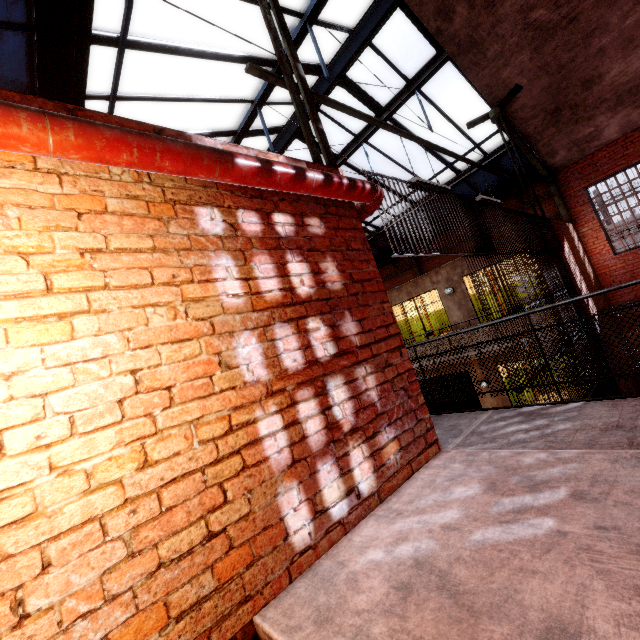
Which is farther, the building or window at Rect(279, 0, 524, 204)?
the building

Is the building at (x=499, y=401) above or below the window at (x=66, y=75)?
below

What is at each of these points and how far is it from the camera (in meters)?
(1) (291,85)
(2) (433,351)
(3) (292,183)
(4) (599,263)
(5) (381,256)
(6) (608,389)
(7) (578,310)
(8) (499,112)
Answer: (1) support beam, 3.43
(2) metal railing, 10.16
(3) pipe, 2.37
(4) trim, 10.98
(5) window, 16.88
(6) metal bar, 7.39
(7) metal bar, 7.81
(8) support beam, 9.02

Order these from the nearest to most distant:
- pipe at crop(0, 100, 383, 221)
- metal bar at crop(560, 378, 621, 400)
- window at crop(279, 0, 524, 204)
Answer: pipe at crop(0, 100, 383, 221) → metal bar at crop(560, 378, 621, 400) → window at crop(279, 0, 524, 204)

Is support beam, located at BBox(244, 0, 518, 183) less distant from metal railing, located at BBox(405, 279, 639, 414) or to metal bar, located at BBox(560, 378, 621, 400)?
metal bar, located at BBox(560, 378, 621, 400)

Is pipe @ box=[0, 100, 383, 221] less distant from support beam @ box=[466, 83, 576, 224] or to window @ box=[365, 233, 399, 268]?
support beam @ box=[466, 83, 576, 224]

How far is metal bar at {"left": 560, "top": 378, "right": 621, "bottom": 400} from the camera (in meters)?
5.61

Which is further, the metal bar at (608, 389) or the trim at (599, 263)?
the trim at (599, 263)
